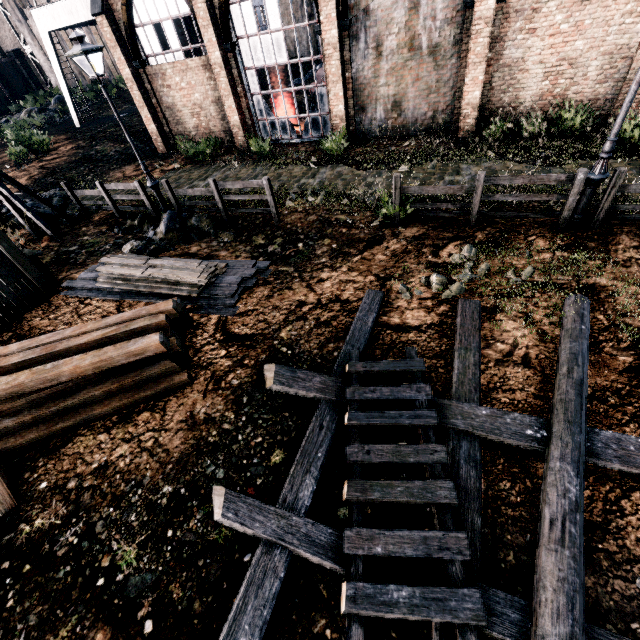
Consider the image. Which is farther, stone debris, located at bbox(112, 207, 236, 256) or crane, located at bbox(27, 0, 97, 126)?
crane, located at bbox(27, 0, 97, 126)

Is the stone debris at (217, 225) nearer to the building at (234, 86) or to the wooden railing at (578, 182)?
the wooden railing at (578, 182)

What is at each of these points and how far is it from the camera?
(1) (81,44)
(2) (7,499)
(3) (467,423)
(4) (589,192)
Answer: (1) street light, 9.3 meters
(2) wooden beam, 5.1 meters
(3) wooden scaffolding, 4.6 meters
(4) street light, 7.8 meters

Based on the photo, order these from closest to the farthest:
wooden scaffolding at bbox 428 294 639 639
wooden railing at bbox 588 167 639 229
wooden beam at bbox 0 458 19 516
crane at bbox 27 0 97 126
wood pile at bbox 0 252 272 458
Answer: wooden scaffolding at bbox 428 294 639 639, wooden beam at bbox 0 458 19 516, wood pile at bbox 0 252 272 458, wooden railing at bbox 588 167 639 229, crane at bbox 27 0 97 126

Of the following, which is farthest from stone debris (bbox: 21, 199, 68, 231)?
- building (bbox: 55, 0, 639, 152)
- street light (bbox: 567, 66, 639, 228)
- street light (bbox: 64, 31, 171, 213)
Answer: street light (bbox: 567, 66, 639, 228)

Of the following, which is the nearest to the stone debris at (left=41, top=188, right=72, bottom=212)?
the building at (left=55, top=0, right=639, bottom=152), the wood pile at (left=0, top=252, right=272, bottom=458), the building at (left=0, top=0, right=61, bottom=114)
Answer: the building at (left=55, top=0, right=639, bottom=152)

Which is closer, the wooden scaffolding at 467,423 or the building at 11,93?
the wooden scaffolding at 467,423

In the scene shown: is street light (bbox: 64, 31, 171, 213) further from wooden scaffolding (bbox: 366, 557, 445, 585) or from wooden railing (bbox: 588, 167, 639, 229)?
wooden railing (bbox: 588, 167, 639, 229)
